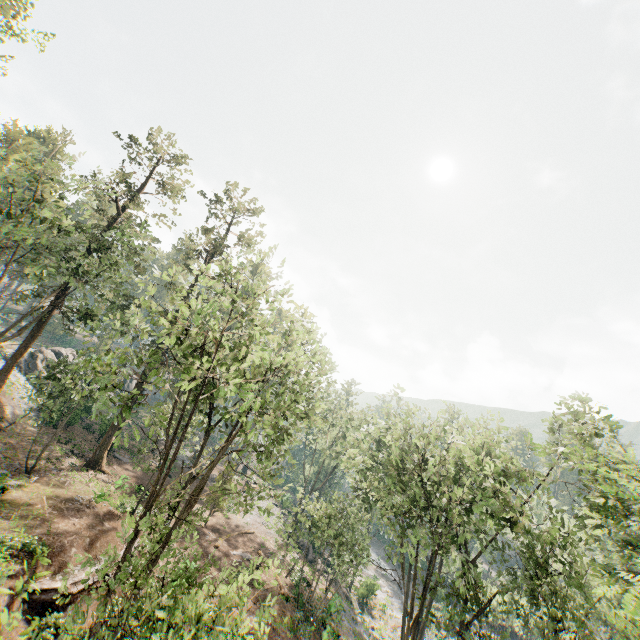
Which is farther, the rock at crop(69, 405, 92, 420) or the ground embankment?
the rock at crop(69, 405, 92, 420)

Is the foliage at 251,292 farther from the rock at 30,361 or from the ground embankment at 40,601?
the ground embankment at 40,601

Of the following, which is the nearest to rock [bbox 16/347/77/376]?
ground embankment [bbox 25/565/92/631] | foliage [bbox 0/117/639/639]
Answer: foliage [bbox 0/117/639/639]

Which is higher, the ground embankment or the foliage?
the foliage

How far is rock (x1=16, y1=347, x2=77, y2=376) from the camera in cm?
3738

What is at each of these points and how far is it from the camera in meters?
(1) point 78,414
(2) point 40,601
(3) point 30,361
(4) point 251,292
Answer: (1) rock, 34.8
(2) ground embankment, 15.0
(3) rock, 38.2
(4) foliage, 58.9

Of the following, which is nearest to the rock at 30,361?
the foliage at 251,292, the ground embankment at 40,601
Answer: the foliage at 251,292
